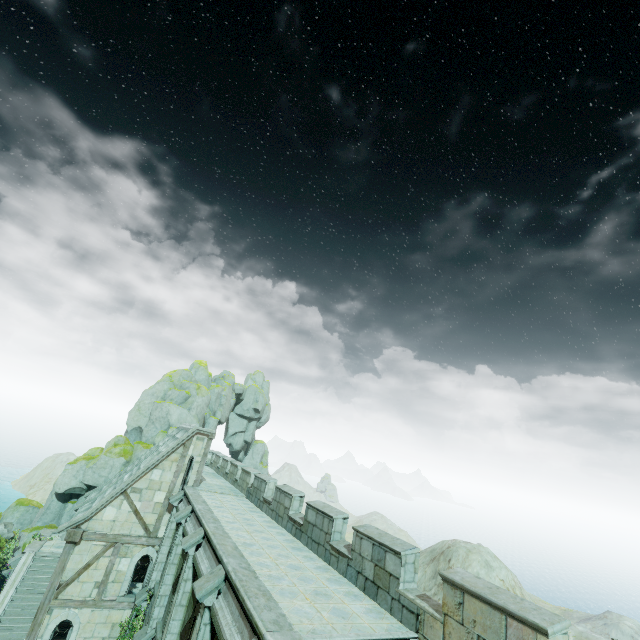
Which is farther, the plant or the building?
the plant

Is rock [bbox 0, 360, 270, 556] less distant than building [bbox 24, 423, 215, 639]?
No

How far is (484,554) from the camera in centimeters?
3506cm

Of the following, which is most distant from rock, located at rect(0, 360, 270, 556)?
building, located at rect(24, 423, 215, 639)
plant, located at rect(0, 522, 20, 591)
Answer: building, located at rect(24, 423, 215, 639)

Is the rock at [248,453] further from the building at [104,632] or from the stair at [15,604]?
the building at [104,632]

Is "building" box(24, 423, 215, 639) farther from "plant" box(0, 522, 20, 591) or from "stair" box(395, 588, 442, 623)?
"stair" box(395, 588, 442, 623)

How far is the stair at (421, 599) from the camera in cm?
714

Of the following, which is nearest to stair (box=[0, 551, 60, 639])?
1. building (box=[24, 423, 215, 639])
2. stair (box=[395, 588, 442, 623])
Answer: building (box=[24, 423, 215, 639])
